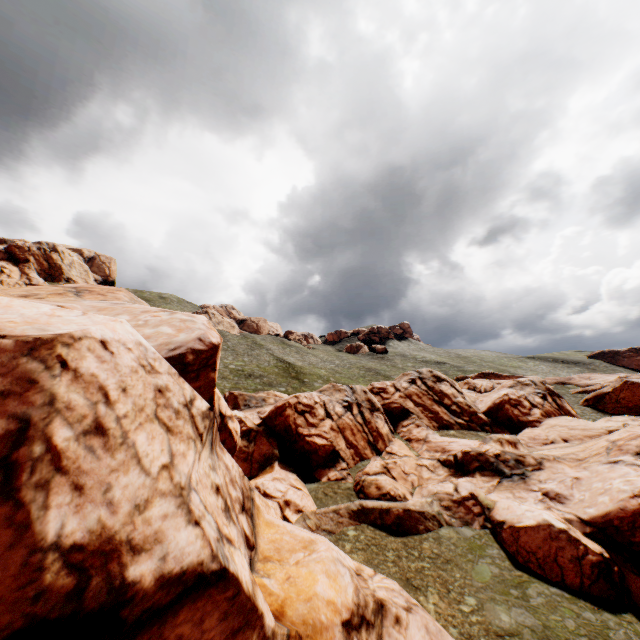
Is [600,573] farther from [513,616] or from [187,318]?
[187,318]

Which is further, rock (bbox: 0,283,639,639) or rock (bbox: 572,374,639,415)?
rock (bbox: 572,374,639,415)

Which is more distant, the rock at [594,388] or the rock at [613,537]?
the rock at [594,388]
